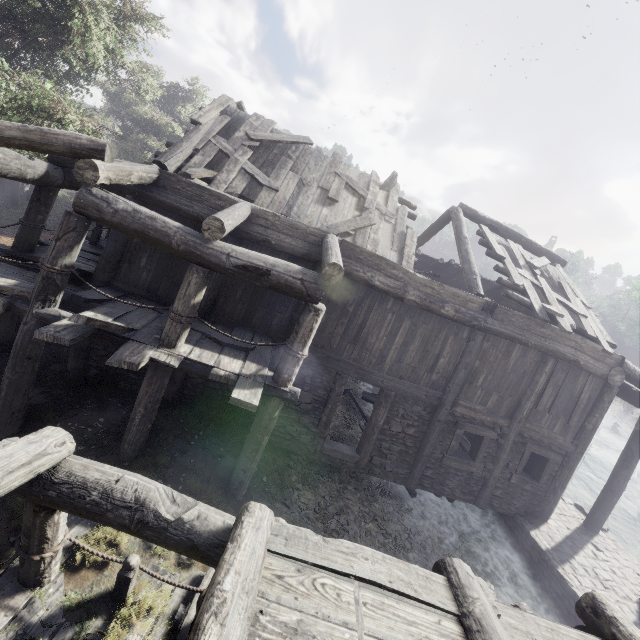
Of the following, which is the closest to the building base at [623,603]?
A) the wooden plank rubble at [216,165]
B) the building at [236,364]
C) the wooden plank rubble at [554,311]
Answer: the building at [236,364]

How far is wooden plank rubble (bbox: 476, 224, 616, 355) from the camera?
9.4m

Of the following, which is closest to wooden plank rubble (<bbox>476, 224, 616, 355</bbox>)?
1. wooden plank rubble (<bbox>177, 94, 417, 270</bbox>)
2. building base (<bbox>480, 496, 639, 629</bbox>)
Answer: wooden plank rubble (<bbox>177, 94, 417, 270</bbox>)

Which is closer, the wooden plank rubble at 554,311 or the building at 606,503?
the wooden plank rubble at 554,311

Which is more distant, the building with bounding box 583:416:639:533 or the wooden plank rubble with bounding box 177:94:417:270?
the building with bounding box 583:416:639:533

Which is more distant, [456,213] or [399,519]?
[456,213]

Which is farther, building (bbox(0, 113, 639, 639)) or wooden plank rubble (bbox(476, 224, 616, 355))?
wooden plank rubble (bbox(476, 224, 616, 355))
